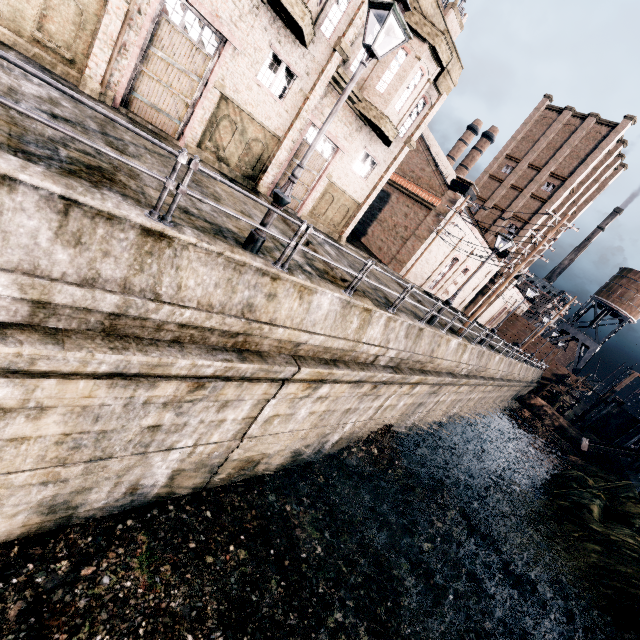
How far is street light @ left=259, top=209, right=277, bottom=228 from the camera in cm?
757

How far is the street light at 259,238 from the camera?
7.71m

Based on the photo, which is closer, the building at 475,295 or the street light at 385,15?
the street light at 385,15

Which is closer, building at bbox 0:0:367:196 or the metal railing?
the metal railing

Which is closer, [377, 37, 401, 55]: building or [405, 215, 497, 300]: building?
[377, 37, 401, 55]: building

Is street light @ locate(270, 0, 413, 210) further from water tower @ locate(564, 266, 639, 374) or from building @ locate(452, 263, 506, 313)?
water tower @ locate(564, 266, 639, 374)

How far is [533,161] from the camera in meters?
44.8

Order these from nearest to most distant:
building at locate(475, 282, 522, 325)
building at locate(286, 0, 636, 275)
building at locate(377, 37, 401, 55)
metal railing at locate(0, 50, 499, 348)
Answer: metal railing at locate(0, 50, 499, 348)
building at locate(377, 37, 401, 55)
building at locate(286, 0, 636, 275)
building at locate(475, 282, 522, 325)
